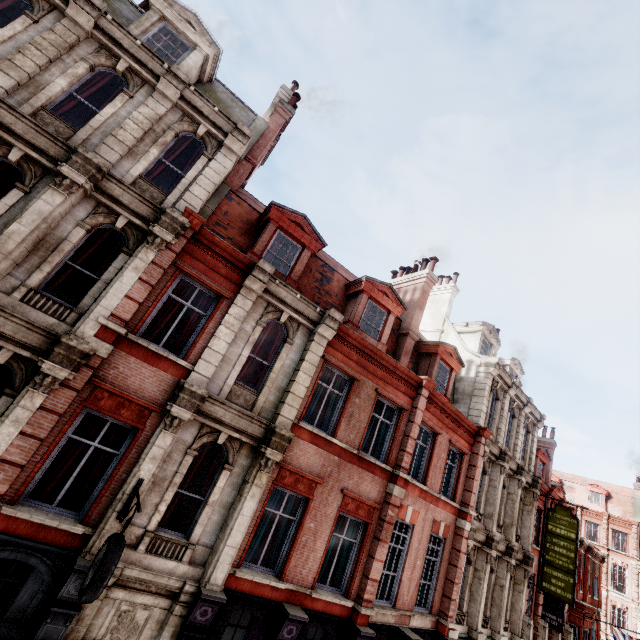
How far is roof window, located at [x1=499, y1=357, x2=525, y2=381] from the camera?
21.8m

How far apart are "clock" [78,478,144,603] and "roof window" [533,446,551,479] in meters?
24.8 m

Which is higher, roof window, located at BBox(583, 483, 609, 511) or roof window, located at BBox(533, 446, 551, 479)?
roof window, located at BBox(583, 483, 609, 511)

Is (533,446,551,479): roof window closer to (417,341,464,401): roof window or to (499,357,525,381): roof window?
(499,357,525,381): roof window

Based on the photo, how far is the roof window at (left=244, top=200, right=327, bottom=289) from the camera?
11.2m

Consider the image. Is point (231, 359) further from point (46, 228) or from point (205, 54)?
point (205, 54)

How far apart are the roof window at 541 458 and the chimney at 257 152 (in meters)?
25.31

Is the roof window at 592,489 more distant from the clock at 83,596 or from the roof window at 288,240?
the clock at 83,596
